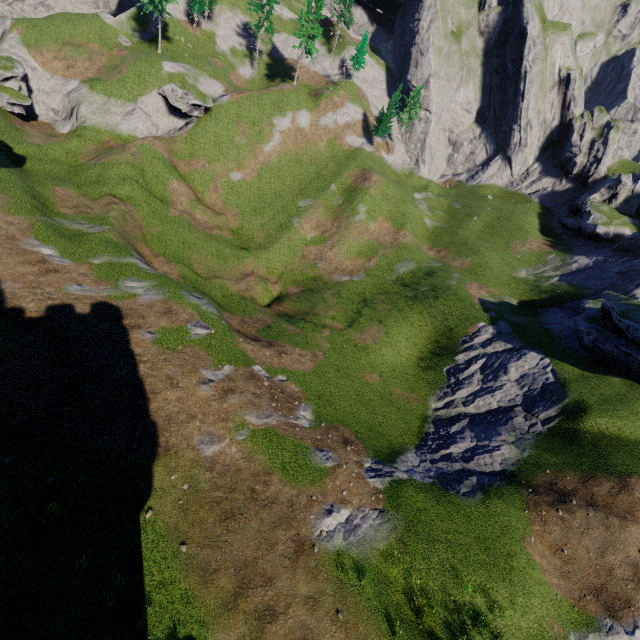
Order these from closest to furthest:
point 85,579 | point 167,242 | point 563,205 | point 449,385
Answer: point 85,579 < point 449,385 < point 167,242 < point 563,205
